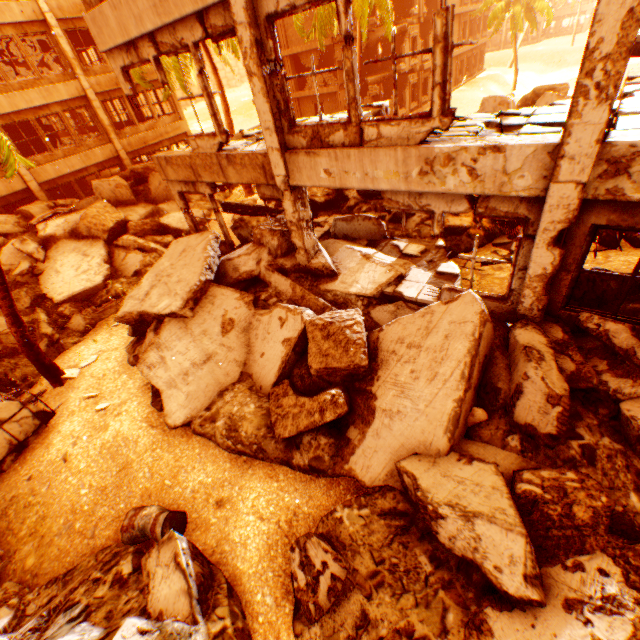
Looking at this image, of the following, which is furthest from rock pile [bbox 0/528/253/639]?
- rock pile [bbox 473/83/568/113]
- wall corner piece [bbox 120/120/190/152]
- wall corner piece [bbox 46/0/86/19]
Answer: wall corner piece [bbox 46/0/86/19]

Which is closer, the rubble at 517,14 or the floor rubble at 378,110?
the floor rubble at 378,110

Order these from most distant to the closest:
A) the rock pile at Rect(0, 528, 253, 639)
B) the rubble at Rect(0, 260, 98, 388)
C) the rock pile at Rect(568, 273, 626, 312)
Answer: the rubble at Rect(0, 260, 98, 388), the rock pile at Rect(568, 273, 626, 312), the rock pile at Rect(0, 528, 253, 639)

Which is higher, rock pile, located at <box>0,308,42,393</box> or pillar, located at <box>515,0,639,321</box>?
pillar, located at <box>515,0,639,321</box>

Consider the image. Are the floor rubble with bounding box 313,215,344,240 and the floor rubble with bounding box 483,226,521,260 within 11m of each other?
yes

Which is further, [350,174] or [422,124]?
[350,174]

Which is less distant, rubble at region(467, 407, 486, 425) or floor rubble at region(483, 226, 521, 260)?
rubble at region(467, 407, 486, 425)
